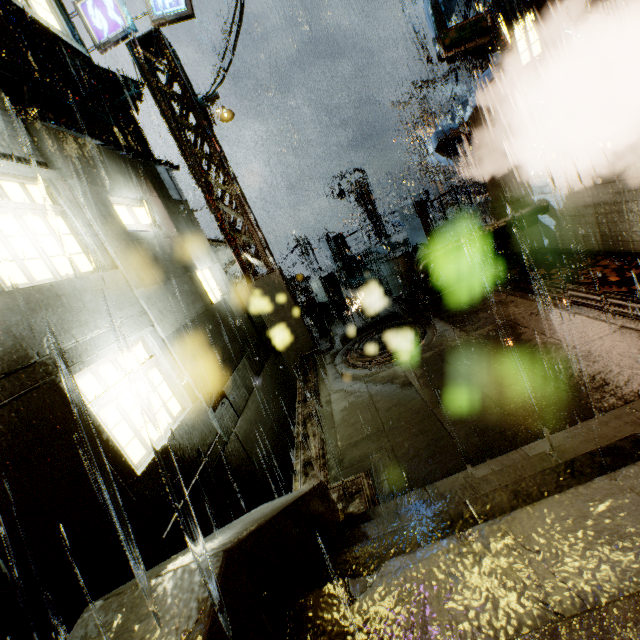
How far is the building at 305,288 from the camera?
20.9m

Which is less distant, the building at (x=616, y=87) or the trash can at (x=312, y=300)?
the building at (x=616, y=87)

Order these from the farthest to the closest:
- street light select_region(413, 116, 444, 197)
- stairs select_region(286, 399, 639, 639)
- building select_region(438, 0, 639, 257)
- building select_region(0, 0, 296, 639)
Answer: street light select_region(413, 116, 444, 197)
building select_region(438, 0, 639, 257)
building select_region(0, 0, 296, 639)
stairs select_region(286, 399, 639, 639)

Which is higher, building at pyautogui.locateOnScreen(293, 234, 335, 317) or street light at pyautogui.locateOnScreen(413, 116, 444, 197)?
street light at pyautogui.locateOnScreen(413, 116, 444, 197)

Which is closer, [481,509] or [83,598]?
[481,509]

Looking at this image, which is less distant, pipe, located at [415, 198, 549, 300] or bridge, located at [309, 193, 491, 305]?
pipe, located at [415, 198, 549, 300]

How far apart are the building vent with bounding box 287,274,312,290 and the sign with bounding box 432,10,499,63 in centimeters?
2164cm

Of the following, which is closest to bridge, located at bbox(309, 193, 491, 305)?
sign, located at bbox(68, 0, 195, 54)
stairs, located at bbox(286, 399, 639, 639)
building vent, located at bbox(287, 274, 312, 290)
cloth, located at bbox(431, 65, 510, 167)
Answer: cloth, located at bbox(431, 65, 510, 167)
